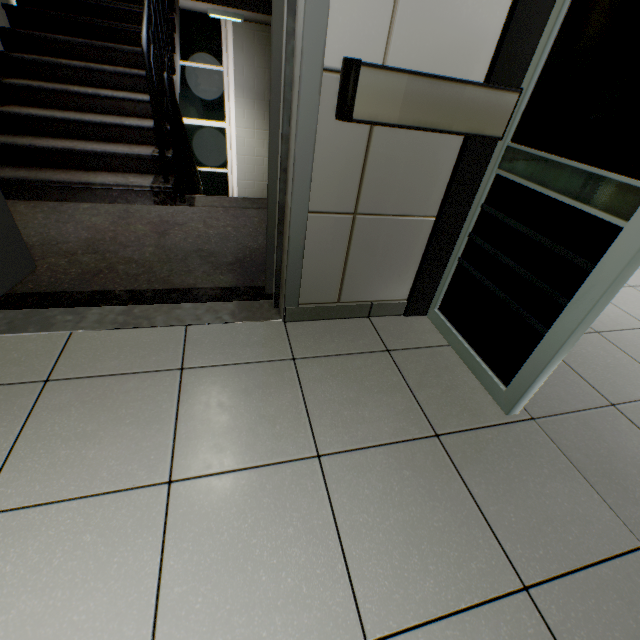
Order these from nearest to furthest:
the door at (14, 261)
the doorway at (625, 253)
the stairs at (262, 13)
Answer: the doorway at (625, 253), the door at (14, 261), the stairs at (262, 13)

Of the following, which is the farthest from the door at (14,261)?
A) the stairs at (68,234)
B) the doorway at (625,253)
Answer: the doorway at (625,253)

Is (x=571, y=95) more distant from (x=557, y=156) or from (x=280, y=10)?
(x=280, y=10)

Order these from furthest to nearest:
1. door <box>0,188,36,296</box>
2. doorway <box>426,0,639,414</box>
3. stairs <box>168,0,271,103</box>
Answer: stairs <box>168,0,271,103</box>, door <box>0,188,36,296</box>, doorway <box>426,0,639,414</box>

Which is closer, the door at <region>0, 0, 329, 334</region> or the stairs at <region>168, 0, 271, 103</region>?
the door at <region>0, 0, 329, 334</region>

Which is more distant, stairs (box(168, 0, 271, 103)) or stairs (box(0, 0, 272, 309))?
stairs (box(168, 0, 271, 103))

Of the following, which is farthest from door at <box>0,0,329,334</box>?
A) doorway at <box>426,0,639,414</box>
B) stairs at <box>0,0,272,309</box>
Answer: doorway at <box>426,0,639,414</box>
